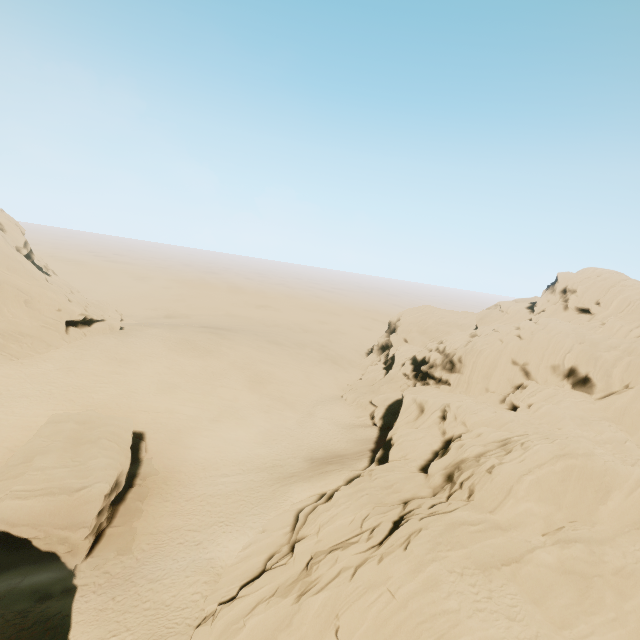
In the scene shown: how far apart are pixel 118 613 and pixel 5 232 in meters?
48.6

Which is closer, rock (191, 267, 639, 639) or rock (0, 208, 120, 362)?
rock (191, 267, 639, 639)

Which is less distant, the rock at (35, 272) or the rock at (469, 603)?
the rock at (469, 603)

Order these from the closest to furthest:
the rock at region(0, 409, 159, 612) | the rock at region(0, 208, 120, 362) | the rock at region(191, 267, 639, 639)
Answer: the rock at region(191, 267, 639, 639)
the rock at region(0, 409, 159, 612)
the rock at region(0, 208, 120, 362)

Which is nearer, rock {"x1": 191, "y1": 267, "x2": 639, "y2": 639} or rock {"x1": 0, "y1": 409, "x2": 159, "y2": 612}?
rock {"x1": 191, "y1": 267, "x2": 639, "y2": 639}

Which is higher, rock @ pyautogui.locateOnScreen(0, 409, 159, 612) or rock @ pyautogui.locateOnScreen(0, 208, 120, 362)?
rock @ pyautogui.locateOnScreen(0, 208, 120, 362)

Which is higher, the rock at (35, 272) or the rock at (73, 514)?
the rock at (35, 272)
